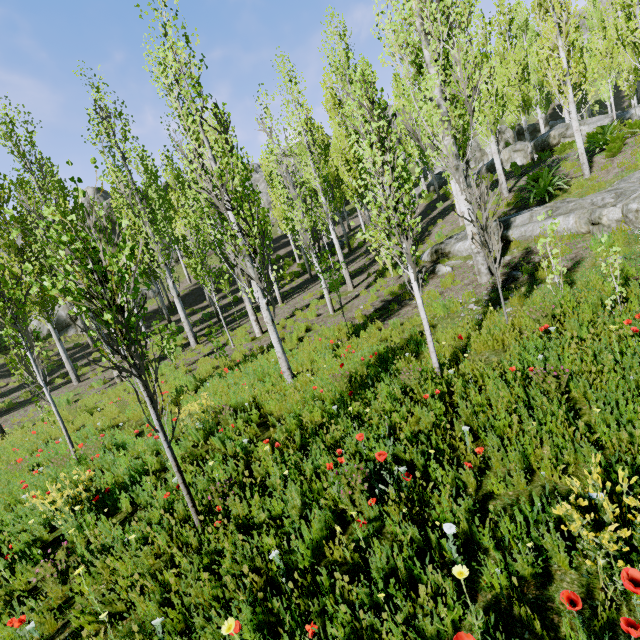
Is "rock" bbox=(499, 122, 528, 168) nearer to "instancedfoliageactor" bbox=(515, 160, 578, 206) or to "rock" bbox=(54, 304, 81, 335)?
"instancedfoliageactor" bbox=(515, 160, 578, 206)

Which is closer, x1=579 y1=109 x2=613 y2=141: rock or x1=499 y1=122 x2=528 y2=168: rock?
x1=579 y1=109 x2=613 y2=141: rock

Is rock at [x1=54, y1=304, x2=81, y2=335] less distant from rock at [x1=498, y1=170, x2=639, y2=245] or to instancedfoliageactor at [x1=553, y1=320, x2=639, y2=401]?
instancedfoliageactor at [x1=553, y1=320, x2=639, y2=401]

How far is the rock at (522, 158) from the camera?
23.3 meters

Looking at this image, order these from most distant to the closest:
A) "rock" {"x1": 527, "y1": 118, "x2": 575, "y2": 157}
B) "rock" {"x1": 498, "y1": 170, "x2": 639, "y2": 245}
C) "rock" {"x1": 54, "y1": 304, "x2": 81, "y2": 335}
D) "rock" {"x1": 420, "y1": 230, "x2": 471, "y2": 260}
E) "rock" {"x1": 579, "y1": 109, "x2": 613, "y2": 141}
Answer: "rock" {"x1": 54, "y1": 304, "x2": 81, "y2": 335} < "rock" {"x1": 527, "y1": 118, "x2": 575, "y2": 157} < "rock" {"x1": 579, "y1": 109, "x2": 613, "y2": 141} < "rock" {"x1": 420, "y1": 230, "x2": 471, "y2": 260} < "rock" {"x1": 498, "y1": 170, "x2": 639, "y2": 245}

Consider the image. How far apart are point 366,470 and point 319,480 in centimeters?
96cm

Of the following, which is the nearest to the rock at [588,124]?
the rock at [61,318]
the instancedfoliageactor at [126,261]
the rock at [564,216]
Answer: the instancedfoliageactor at [126,261]

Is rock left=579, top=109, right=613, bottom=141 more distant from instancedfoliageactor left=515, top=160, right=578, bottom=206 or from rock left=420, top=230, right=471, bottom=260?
rock left=420, top=230, right=471, bottom=260
